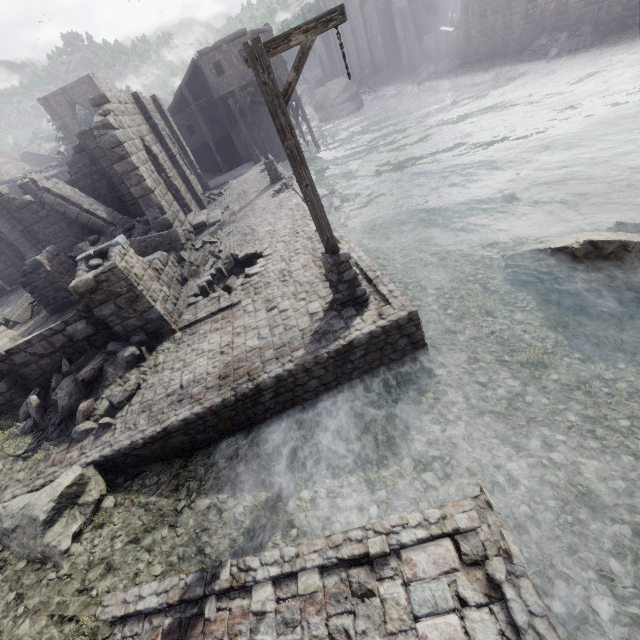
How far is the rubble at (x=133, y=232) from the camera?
18.34m

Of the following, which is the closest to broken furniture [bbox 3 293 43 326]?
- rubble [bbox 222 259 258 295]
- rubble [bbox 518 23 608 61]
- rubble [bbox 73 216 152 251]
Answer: rubble [bbox 73 216 152 251]

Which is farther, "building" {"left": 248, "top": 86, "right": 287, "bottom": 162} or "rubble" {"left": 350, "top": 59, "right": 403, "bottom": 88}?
"rubble" {"left": 350, "top": 59, "right": 403, "bottom": 88}

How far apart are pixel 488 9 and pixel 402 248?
31.7m

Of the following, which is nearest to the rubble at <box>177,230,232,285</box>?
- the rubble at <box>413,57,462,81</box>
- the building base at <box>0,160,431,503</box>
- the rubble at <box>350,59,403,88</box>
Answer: the building base at <box>0,160,431,503</box>

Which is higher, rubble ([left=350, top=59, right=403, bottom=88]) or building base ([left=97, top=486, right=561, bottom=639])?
rubble ([left=350, top=59, right=403, bottom=88])

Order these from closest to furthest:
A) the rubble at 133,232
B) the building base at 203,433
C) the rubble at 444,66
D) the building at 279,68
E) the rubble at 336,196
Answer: the building base at 203,433
the rubble at 336,196
the rubble at 133,232
the building at 279,68
the rubble at 444,66

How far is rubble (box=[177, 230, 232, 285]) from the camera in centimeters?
1207cm
